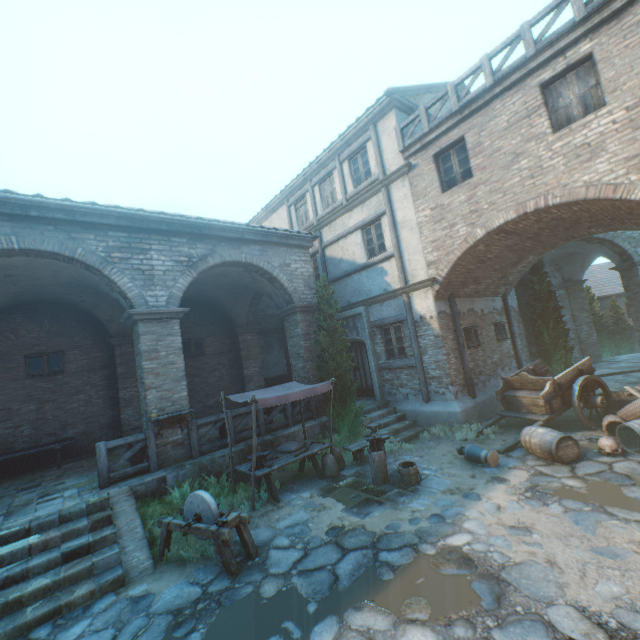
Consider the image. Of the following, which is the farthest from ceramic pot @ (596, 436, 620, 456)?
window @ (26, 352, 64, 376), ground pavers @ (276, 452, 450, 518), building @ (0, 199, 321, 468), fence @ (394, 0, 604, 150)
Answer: window @ (26, 352, 64, 376)

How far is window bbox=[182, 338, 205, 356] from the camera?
14.0m

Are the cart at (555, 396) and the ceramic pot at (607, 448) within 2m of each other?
yes

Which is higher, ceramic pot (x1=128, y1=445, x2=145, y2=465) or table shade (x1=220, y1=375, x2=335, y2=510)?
table shade (x1=220, y1=375, x2=335, y2=510)

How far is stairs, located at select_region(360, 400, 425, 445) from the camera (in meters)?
10.11

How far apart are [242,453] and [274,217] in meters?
12.9

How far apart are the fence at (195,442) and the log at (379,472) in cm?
341

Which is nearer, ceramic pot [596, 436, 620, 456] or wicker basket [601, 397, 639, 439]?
ceramic pot [596, 436, 620, 456]
